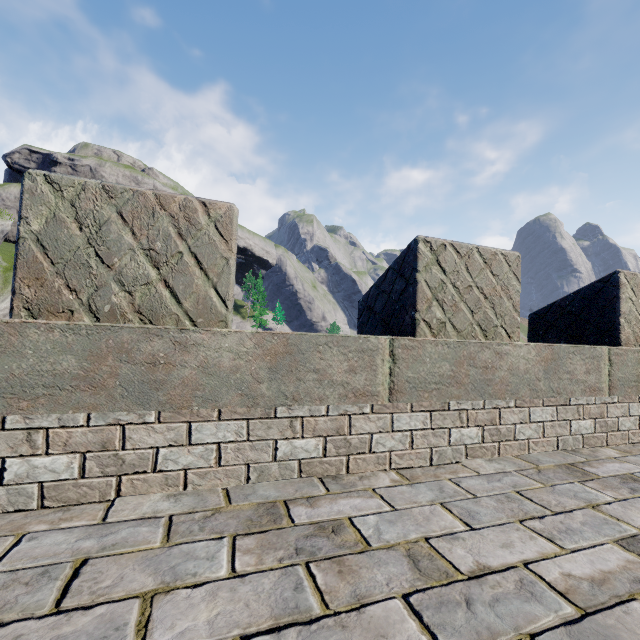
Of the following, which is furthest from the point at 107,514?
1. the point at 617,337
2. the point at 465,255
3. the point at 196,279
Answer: the point at 617,337
